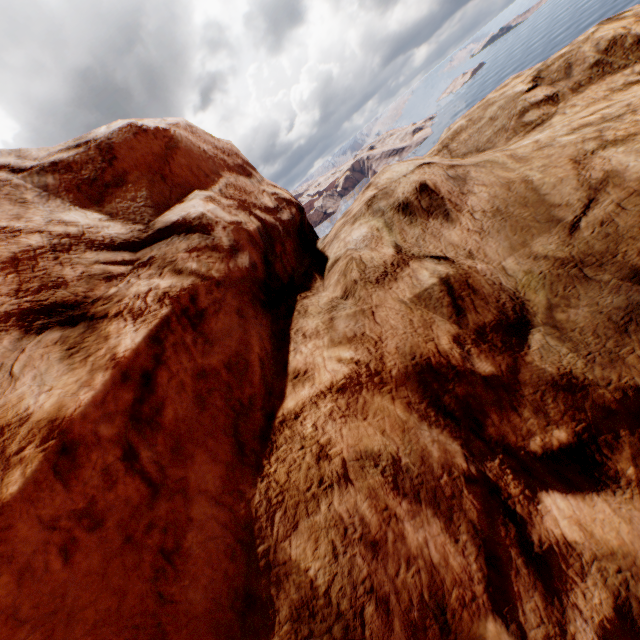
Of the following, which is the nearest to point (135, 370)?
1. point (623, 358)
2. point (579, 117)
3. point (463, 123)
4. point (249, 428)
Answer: point (249, 428)
